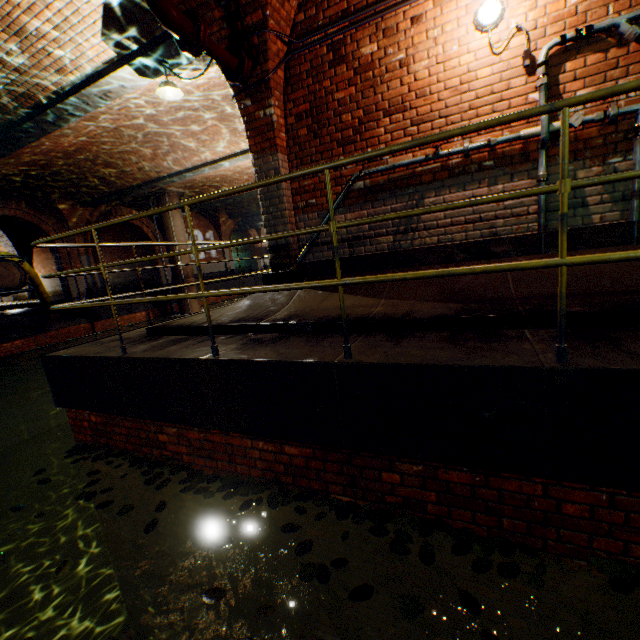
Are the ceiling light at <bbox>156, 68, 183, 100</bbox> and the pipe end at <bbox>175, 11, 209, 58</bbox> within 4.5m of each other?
yes

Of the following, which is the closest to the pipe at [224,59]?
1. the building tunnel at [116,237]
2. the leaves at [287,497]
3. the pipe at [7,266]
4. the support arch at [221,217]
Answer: the leaves at [287,497]

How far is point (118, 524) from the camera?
4.2 meters

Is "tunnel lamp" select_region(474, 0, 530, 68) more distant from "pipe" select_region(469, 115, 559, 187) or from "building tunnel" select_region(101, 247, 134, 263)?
"building tunnel" select_region(101, 247, 134, 263)

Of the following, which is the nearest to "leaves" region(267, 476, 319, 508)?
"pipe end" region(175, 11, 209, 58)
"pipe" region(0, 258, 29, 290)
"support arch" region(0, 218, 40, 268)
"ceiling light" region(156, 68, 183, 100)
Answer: "pipe end" region(175, 11, 209, 58)

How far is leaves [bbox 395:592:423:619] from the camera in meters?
1.7

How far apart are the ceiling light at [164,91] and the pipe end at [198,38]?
2.1m

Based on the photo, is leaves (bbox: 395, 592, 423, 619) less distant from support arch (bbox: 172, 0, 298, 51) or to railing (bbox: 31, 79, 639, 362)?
railing (bbox: 31, 79, 639, 362)
